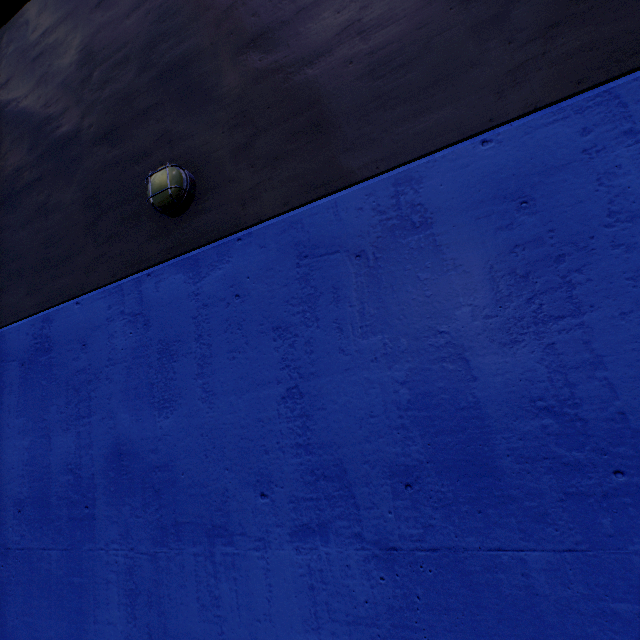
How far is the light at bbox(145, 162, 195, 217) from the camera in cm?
284

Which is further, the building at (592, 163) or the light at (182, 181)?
the light at (182, 181)

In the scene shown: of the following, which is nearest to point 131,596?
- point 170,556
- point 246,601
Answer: point 170,556

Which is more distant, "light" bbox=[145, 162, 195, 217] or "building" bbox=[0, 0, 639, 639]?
"light" bbox=[145, 162, 195, 217]

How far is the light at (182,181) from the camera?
2.8m
